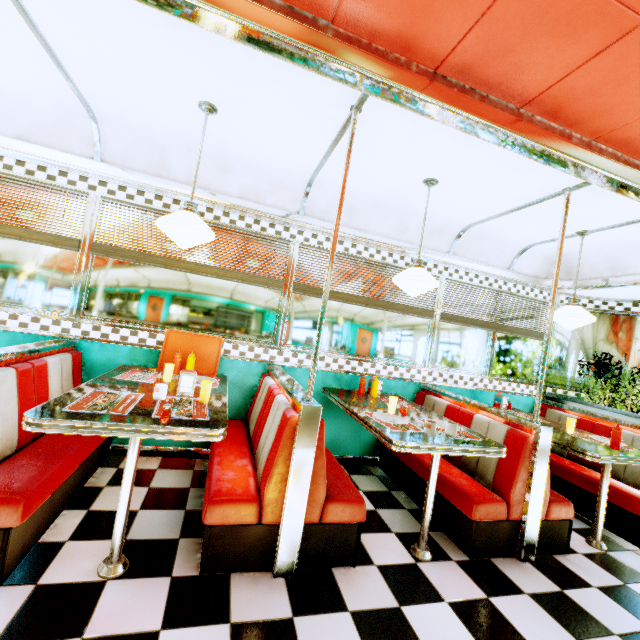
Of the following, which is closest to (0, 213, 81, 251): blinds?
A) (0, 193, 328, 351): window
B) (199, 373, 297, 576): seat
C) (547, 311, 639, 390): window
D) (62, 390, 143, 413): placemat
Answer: (0, 193, 328, 351): window

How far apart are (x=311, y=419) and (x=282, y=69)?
2.2 meters

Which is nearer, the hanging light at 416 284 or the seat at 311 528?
the seat at 311 528

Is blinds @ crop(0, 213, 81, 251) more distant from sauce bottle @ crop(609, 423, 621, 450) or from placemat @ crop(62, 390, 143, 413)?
sauce bottle @ crop(609, 423, 621, 450)

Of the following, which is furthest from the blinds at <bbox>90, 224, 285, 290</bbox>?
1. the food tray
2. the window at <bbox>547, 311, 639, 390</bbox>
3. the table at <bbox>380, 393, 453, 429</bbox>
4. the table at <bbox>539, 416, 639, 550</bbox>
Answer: the window at <bbox>547, 311, 639, 390</bbox>

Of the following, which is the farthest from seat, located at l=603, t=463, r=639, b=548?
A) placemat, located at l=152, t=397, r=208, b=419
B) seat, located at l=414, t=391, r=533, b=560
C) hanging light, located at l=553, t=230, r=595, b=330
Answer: placemat, located at l=152, t=397, r=208, b=419

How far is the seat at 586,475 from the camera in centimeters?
269cm

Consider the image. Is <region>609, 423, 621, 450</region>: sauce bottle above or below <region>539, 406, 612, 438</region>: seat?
above
